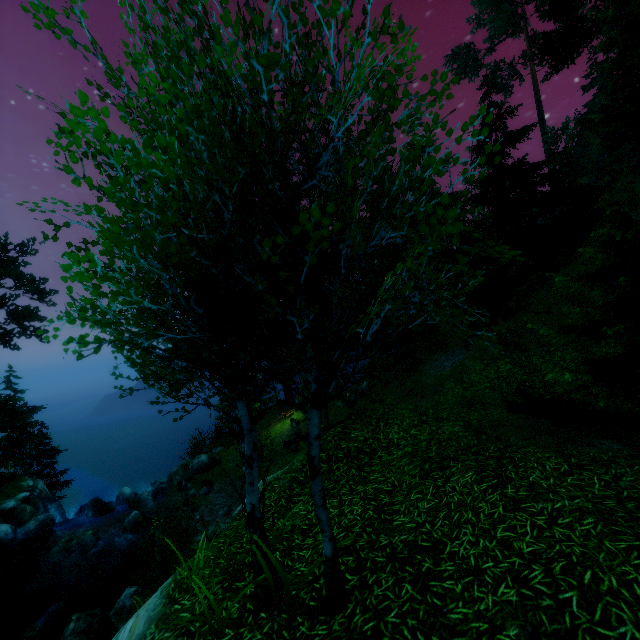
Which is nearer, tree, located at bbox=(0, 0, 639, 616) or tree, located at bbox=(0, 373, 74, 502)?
tree, located at bbox=(0, 0, 639, 616)

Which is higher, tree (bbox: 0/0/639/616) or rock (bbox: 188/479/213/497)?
tree (bbox: 0/0/639/616)

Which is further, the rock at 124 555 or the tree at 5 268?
the tree at 5 268

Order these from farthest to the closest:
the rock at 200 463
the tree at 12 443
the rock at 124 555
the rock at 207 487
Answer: the tree at 12 443 → the rock at 200 463 → the rock at 207 487 → the rock at 124 555

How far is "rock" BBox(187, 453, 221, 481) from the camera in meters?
21.5 m

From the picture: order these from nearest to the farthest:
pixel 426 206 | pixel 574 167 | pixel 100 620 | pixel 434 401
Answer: pixel 426 206 → pixel 100 620 → pixel 434 401 → pixel 574 167

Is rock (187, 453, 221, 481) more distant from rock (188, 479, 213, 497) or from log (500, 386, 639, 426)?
log (500, 386, 639, 426)
